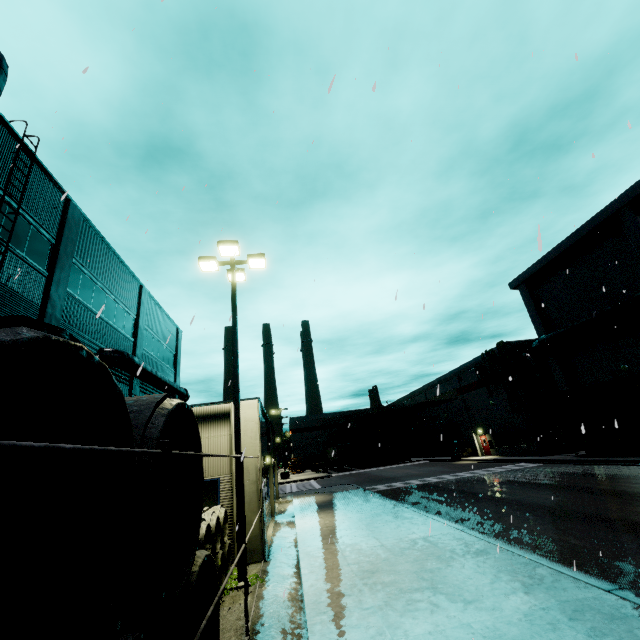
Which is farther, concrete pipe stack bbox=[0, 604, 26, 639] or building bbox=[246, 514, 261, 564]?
building bbox=[246, 514, 261, 564]

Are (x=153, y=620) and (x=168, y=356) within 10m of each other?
no

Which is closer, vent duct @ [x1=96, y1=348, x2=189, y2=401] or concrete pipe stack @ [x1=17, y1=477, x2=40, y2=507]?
concrete pipe stack @ [x1=17, y1=477, x2=40, y2=507]

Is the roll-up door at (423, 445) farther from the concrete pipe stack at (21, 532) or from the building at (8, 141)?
the concrete pipe stack at (21, 532)

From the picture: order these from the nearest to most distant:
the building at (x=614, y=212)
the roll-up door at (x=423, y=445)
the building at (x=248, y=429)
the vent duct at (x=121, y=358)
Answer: the building at (x=248, y=429)
the vent duct at (x=121, y=358)
the building at (x=614, y=212)
the roll-up door at (x=423, y=445)

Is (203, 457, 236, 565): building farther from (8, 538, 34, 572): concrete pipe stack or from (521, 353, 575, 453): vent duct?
(8, 538, 34, 572): concrete pipe stack

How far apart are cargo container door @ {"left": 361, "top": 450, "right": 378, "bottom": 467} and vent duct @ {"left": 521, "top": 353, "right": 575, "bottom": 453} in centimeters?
2658cm
